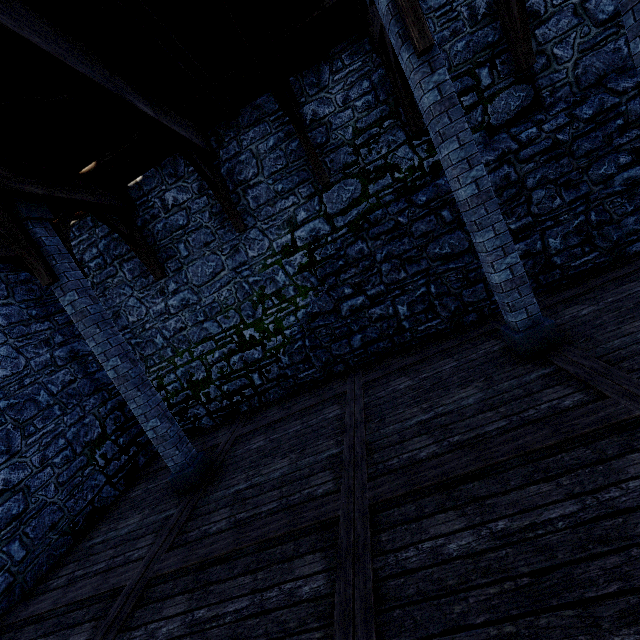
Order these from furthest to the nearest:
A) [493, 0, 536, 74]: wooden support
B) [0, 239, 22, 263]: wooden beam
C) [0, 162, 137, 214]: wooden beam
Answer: [0, 239, 22, 263]: wooden beam
[493, 0, 536, 74]: wooden support
[0, 162, 137, 214]: wooden beam

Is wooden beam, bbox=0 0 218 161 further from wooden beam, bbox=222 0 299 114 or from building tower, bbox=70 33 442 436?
wooden beam, bbox=222 0 299 114

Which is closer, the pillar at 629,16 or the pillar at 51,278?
the pillar at 629,16

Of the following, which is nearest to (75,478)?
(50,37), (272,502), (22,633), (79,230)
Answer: (22,633)

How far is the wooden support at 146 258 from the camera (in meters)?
6.44

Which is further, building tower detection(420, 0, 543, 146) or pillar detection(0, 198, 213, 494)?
building tower detection(420, 0, 543, 146)

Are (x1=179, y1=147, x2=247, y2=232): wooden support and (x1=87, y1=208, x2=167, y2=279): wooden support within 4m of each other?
yes

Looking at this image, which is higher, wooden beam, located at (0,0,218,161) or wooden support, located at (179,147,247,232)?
wooden beam, located at (0,0,218,161)
